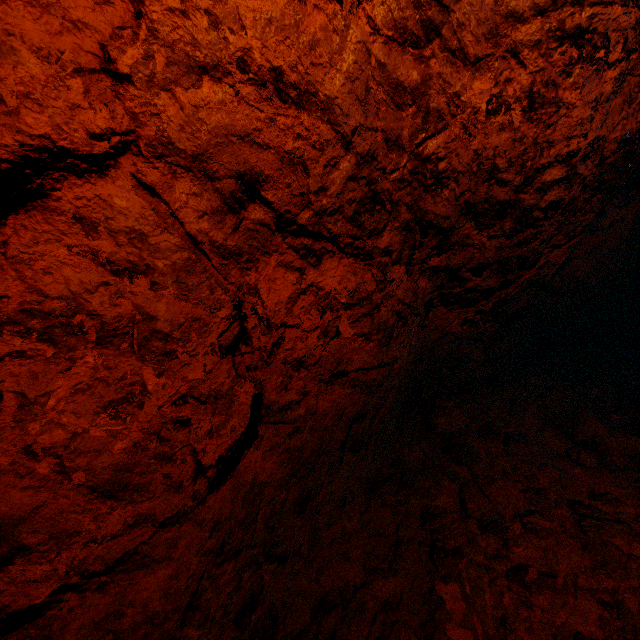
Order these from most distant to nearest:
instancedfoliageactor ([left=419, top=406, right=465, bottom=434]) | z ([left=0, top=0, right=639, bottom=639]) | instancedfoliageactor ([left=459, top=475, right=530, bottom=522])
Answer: instancedfoliageactor ([left=419, top=406, right=465, bottom=434]), instancedfoliageactor ([left=459, top=475, right=530, bottom=522]), z ([left=0, top=0, right=639, bottom=639])

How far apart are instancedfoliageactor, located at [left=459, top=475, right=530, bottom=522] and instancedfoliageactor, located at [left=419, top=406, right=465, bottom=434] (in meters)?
0.50

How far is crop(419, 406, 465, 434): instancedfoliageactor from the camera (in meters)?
2.34

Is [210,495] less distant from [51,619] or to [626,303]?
[51,619]

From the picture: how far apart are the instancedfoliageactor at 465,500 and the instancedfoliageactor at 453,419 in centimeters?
50cm

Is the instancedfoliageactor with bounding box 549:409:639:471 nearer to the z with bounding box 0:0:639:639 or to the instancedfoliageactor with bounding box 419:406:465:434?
the z with bounding box 0:0:639:639

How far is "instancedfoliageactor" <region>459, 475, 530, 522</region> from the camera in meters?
1.7

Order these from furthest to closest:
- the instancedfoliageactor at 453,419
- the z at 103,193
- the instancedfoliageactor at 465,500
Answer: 1. the instancedfoliageactor at 453,419
2. the instancedfoliageactor at 465,500
3. the z at 103,193
